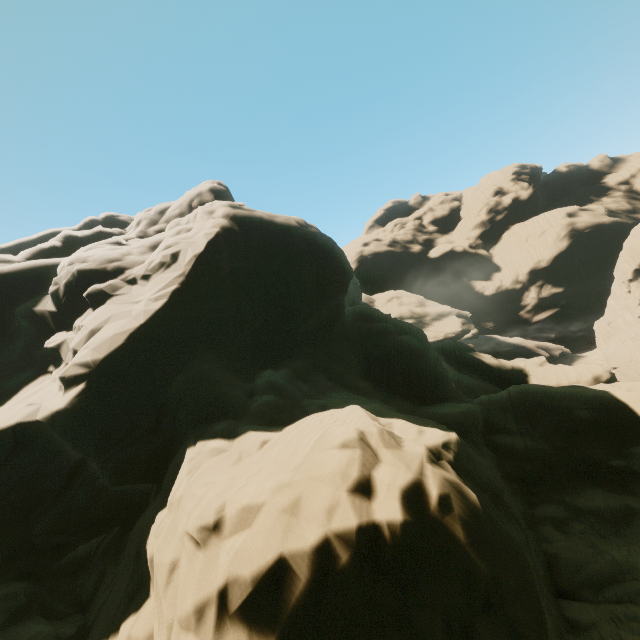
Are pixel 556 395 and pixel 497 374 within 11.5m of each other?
no
